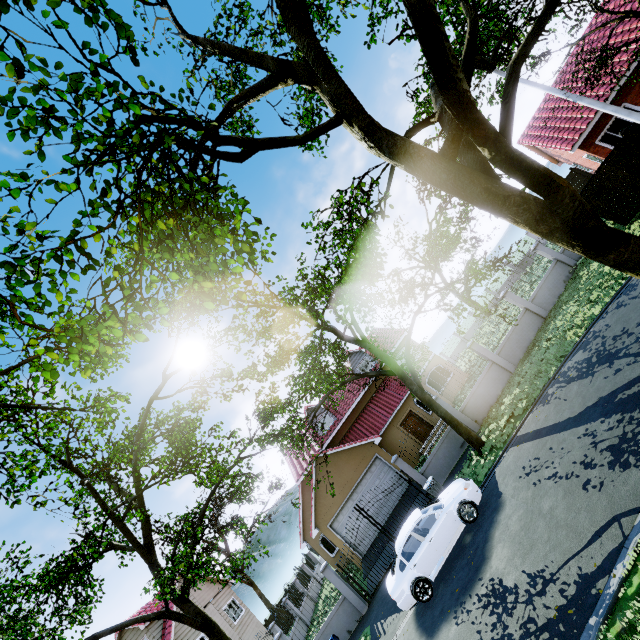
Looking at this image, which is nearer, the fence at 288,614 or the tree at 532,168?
the tree at 532,168

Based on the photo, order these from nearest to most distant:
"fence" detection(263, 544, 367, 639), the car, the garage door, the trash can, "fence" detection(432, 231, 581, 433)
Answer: the car → the trash can → "fence" detection(263, 544, 367, 639) → "fence" detection(432, 231, 581, 433) → the garage door

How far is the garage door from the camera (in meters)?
18.91

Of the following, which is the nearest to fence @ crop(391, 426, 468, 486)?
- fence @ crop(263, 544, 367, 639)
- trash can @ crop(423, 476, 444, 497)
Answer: trash can @ crop(423, 476, 444, 497)

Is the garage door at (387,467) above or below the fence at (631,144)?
above

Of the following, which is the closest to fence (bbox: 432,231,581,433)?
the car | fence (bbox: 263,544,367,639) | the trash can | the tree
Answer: the tree

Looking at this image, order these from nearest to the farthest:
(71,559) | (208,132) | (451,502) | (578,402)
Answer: (208,132) → (578,402) → (451,502) → (71,559)

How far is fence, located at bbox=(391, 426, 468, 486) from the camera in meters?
15.6
